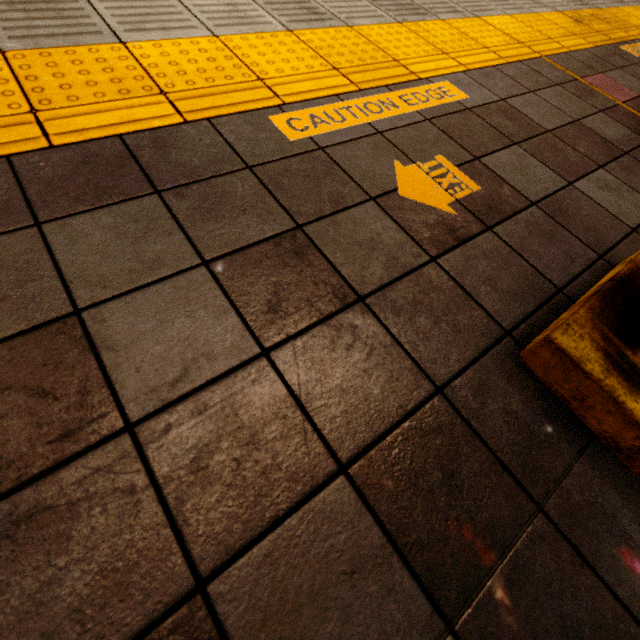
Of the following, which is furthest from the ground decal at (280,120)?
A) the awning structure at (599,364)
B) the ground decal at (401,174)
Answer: the awning structure at (599,364)

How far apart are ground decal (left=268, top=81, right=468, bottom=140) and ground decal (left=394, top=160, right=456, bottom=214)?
0.3 meters

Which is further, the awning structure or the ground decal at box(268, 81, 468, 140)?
the ground decal at box(268, 81, 468, 140)

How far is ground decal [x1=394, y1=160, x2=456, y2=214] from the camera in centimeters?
137cm

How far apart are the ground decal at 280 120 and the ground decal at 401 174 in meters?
0.3 m

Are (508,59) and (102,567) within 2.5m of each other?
no

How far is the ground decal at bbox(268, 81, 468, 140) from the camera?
1.5 meters

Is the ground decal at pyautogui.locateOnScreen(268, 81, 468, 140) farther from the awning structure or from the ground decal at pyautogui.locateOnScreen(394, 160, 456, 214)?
the awning structure
